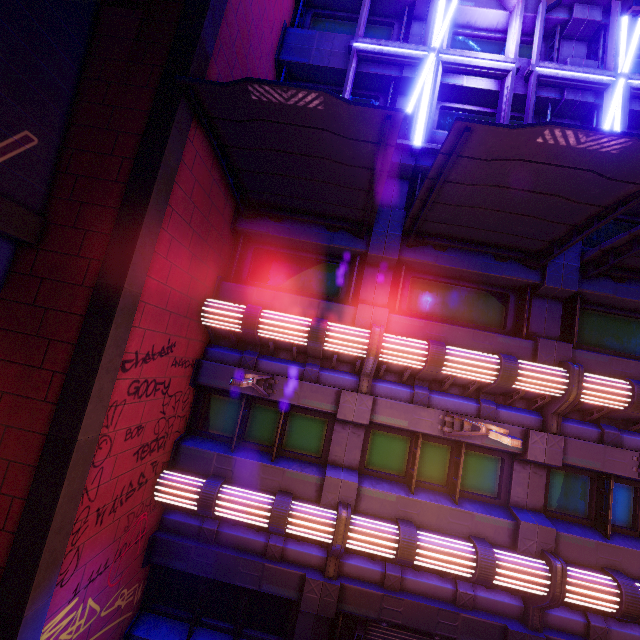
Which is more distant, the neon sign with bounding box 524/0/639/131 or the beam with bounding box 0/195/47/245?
the neon sign with bounding box 524/0/639/131

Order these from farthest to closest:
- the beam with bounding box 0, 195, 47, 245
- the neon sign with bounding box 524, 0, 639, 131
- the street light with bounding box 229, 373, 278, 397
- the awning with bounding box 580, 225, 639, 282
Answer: the neon sign with bounding box 524, 0, 639, 131 → the awning with bounding box 580, 225, 639, 282 → the street light with bounding box 229, 373, 278, 397 → the beam with bounding box 0, 195, 47, 245

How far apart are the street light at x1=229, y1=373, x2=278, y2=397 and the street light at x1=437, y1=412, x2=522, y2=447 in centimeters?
444cm

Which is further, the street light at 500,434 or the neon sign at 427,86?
the neon sign at 427,86

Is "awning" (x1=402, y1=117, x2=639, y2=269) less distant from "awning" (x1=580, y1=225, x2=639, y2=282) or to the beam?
"awning" (x1=580, y1=225, x2=639, y2=282)

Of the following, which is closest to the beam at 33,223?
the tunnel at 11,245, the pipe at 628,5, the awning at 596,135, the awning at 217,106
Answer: the tunnel at 11,245

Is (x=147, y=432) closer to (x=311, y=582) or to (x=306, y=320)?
(x=306, y=320)

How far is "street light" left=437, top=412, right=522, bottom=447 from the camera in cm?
547
